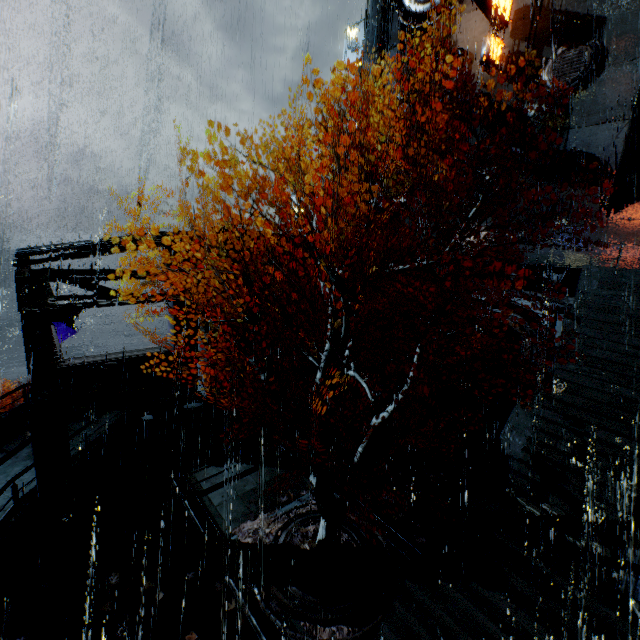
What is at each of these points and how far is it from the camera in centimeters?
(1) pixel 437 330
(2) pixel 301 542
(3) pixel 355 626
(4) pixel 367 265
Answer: (1) stairs, 2270cm
(2) leaves, 1069cm
(3) leaves, 871cm
(4) building, 2252cm

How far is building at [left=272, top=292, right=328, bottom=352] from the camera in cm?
1900

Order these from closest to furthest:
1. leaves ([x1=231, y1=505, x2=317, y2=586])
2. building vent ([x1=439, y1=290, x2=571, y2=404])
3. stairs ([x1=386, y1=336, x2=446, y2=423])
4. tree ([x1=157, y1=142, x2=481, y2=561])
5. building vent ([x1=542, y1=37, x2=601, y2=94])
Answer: tree ([x1=157, y1=142, x2=481, y2=561])
leaves ([x1=231, y1=505, x2=317, y2=586])
building vent ([x1=439, y1=290, x2=571, y2=404])
building vent ([x1=542, y1=37, x2=601, y2=94])
stairs ([x1=386, y1=336, x2=446, y2=423])

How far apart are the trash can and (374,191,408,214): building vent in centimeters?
2559cm

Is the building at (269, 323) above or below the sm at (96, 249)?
below

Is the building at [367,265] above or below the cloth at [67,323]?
above

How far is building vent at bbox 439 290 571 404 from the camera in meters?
16.6
